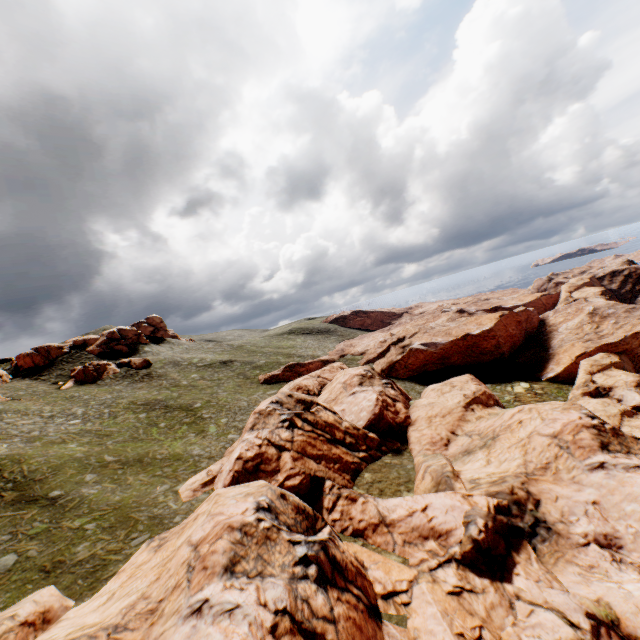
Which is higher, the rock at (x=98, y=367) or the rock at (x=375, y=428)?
the rock at (x=98, y=367)

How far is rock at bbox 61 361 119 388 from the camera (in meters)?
57.19

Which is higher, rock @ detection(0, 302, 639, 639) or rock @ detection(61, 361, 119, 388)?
rock @ detection(61, 361, 119, 388)

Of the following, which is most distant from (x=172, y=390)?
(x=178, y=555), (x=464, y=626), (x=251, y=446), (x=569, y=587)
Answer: (x=569, y=587)

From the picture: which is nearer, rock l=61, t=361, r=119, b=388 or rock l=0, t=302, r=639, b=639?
rock l=0, t=302, r=639, b=639

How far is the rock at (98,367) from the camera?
57.2m
